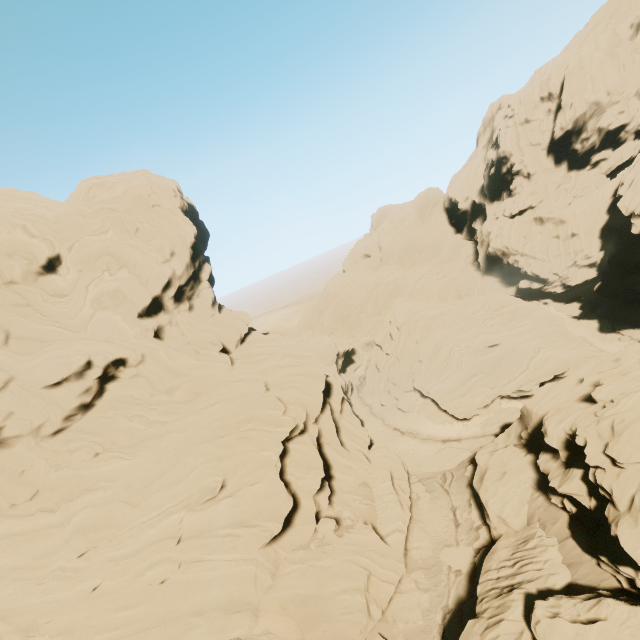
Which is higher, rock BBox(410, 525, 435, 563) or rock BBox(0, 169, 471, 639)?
rock BBox(0, 169, 471, 639)

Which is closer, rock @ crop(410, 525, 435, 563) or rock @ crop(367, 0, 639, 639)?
rock @ crop(367, 0, 639, 639)

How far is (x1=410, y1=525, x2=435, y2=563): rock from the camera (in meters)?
26.12

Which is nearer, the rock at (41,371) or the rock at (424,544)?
the rock at (41,371)

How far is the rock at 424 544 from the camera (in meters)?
26.12

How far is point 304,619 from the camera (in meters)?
18.67

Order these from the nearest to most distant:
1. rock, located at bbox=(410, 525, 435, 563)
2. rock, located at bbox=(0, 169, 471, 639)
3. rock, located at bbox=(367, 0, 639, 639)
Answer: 1. rock, located at bbox=(367, 0, 639, 639)
2. rock, located at bbox=(0, 169, 471, 639)
3. rock, located at bbox=(410, 525, 435, 563)
